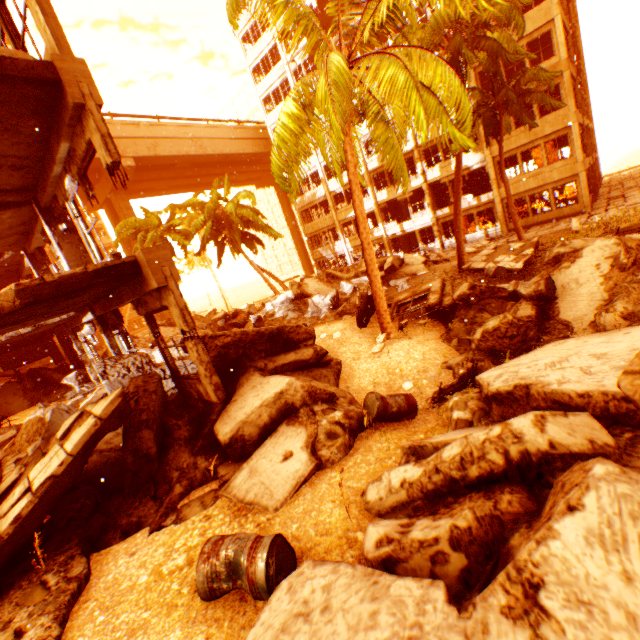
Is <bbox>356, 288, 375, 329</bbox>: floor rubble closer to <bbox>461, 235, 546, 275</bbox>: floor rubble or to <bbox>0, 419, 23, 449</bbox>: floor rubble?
<bbox>461, 235, 546, 275</bbox>: floor rubble

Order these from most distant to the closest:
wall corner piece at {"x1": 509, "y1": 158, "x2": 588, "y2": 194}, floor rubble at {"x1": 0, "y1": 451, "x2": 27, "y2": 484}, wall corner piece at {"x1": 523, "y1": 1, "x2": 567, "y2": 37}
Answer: wall corner piece at {"x1": 509, "y1": 158, "x2": 588, "y2": 194}, wall corner piece at {"x1": 523, "y1": 1, "x2": 567, "y2": 37}, floor rubble at {"x1": 0, "y1": 451, "x2": 27, "y2": 484}

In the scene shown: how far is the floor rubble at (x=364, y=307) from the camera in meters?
11.4

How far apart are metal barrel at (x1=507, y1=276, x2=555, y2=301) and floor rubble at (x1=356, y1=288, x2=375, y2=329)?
4.55m

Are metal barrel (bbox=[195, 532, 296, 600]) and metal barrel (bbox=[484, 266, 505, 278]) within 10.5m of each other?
no

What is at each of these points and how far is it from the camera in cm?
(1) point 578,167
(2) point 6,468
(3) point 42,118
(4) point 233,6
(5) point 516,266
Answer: (1) wall corner piece, 2066
(2) floor rubble, 669
(3) floor rubble, 546
(4) rubble, 654
(5) floor rubble, 1347

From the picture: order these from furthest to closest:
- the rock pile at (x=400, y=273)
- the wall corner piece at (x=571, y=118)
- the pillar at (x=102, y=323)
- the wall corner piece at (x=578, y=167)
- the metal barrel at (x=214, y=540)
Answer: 1. the wall corner piece at (x=578, y=167)
2. the wall corner piece at (x=571, y=118)
3. the rock pile at (x=400, y=273)
4. the pillar at (x=102, y=323)
5. the metal barrel at (x=214, y=540)

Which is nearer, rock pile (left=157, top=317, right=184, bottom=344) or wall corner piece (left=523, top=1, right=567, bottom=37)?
rock pile (left=157, top=317, right=184, bottom=344)
